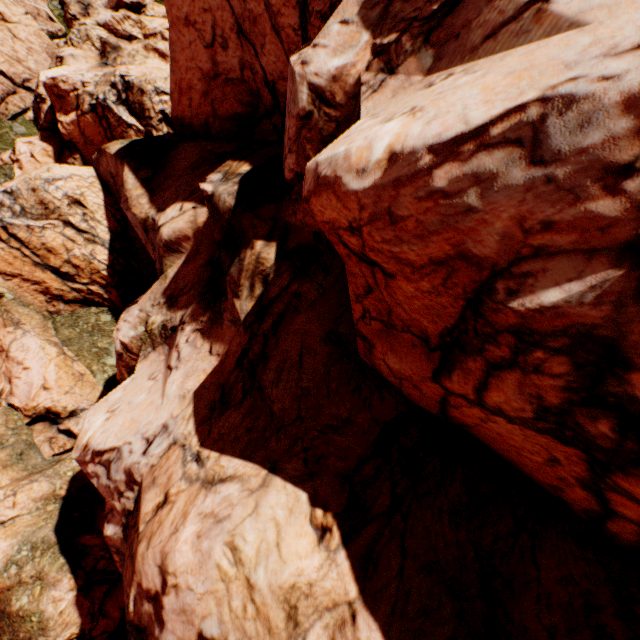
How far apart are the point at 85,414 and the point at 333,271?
19.84m
